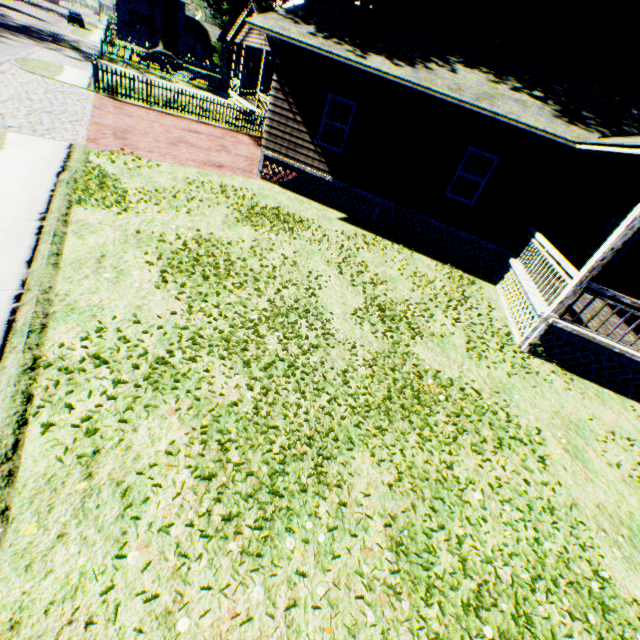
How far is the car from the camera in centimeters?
4557cm

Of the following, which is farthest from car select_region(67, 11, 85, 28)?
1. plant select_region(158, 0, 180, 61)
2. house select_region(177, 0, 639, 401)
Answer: house select_region(177, 0, 639, 401)

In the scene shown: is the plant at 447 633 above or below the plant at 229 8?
below

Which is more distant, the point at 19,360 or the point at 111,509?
the point at 19,360

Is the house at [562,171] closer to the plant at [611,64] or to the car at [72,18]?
the plant at [611,64]

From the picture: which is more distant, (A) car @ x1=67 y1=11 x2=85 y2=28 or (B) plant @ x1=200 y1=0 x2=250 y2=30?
(A) car @ x1=67 y1=11 x2=85 y2=28

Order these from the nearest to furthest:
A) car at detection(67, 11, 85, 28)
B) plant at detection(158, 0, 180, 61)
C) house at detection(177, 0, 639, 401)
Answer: house at detection(177, 0, 639, 401) → plant at detection(158, 0, 180, 61) → car at detection(67, 11, 85, 28)
